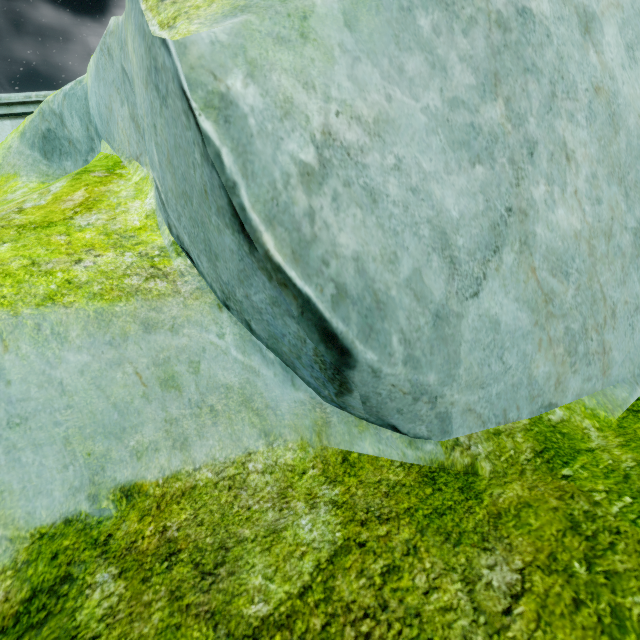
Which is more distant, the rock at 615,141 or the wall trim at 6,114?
the wall trim at 6,114

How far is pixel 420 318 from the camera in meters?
0.9

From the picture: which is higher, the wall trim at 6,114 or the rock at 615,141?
the wall trim at 6,114

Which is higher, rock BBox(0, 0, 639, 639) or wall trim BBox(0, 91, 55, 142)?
wall trim BBox(0, 91, 55, 142)

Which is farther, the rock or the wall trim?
the wall trim
